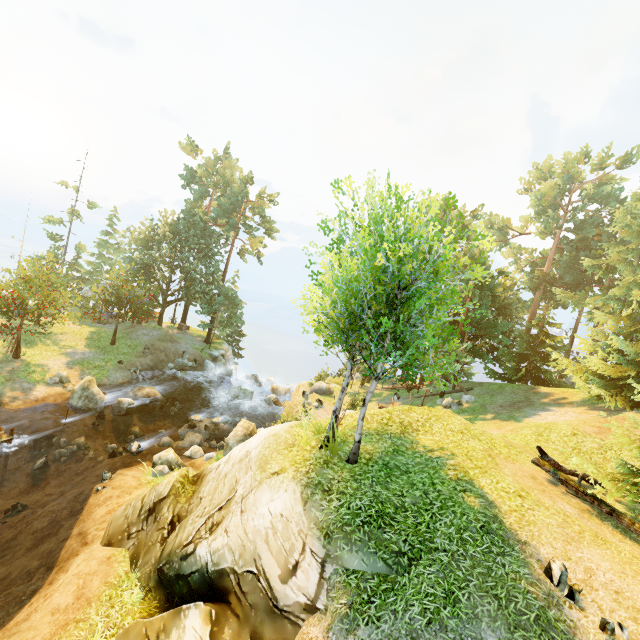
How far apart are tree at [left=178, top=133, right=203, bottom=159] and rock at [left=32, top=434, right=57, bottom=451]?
35.1m

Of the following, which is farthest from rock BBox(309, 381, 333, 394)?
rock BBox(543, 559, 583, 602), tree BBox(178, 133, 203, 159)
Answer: tree BBox(178, 133, 203, 159)

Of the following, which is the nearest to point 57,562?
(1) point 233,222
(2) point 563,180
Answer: (1) point 233,222

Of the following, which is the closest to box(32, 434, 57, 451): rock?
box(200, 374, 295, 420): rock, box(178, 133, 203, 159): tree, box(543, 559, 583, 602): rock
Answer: box(200, 374, 295, 420): rock

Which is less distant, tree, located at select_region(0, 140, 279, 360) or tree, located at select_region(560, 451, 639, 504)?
tree, located at select_region(560, 451, 639, 504)

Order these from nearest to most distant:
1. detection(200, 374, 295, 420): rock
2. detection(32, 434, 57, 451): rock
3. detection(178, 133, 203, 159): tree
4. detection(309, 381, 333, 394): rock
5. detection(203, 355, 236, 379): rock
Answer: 1. detection(32, 434, 57, 451): rock
2. detection(200, 374, 295, 420): rock
3. detection(309, 381, 333, 394): rock
4. detection(203, 355, 236, 379): rock
5. detection(178, 133, 203, 159): tree

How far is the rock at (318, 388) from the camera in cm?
3012

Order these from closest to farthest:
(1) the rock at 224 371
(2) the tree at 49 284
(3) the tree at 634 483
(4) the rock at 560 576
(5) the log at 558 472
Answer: (4) the rock at 560 576 → (5) the log at 558 472 → (3) the tree at 634 483 → (2) the tree at 49 284 → (1) the rock at 224 371
